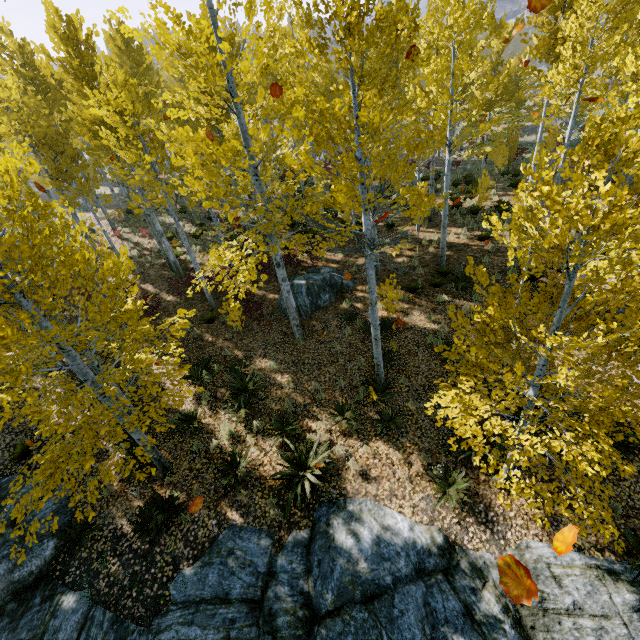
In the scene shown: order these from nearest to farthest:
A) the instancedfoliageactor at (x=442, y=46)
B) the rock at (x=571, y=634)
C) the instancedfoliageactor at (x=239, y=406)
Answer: the instancedfoliageactor at (x=442, y=46) → the rock at (x=571, y=634) → the instancedfoliageactor at (x=239, y=406)

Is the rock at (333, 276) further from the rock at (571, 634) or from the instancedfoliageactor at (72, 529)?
the rock at (571, 634)

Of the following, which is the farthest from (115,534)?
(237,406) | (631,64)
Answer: (631,64)

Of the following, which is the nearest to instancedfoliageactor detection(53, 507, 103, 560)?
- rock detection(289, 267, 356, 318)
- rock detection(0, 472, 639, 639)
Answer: rock detection(0, 472, 639, 639)

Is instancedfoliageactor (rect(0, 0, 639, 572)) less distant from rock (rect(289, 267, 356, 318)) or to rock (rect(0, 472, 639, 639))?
rock (rect(0, 472, 639, 639))

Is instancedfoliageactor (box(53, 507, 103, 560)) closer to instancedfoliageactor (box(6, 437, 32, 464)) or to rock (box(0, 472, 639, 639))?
rock (box(0, 472, 639, 639))

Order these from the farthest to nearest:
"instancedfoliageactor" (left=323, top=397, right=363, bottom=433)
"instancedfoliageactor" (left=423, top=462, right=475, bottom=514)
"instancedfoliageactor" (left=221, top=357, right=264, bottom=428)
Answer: "instancedfoliageactor" (left=221, top=357, right=264, bottom=428)
"instancedfoliageactor" (left=323, top=397, right=363, bottom=433)
"instancedfoliageactor" (left=423, top=462, right=475, bottom=514)

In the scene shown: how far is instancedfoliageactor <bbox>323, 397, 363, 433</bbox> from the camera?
8.5 meters
